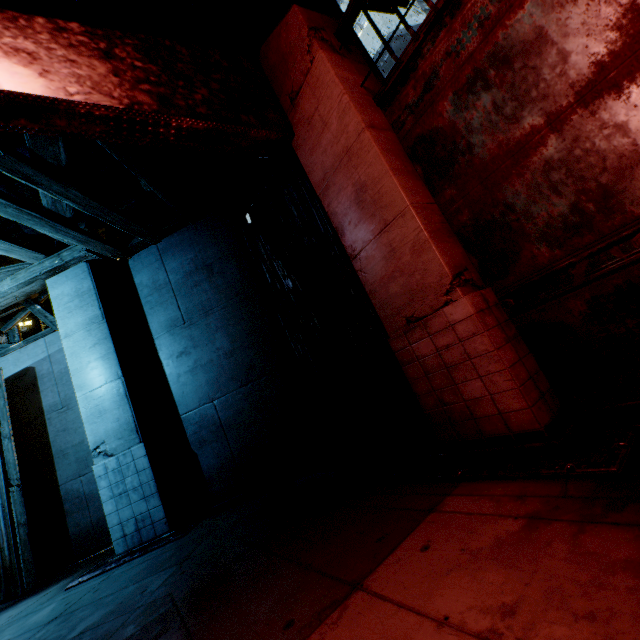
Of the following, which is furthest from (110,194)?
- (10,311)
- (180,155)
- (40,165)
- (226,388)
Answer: (226,388)
